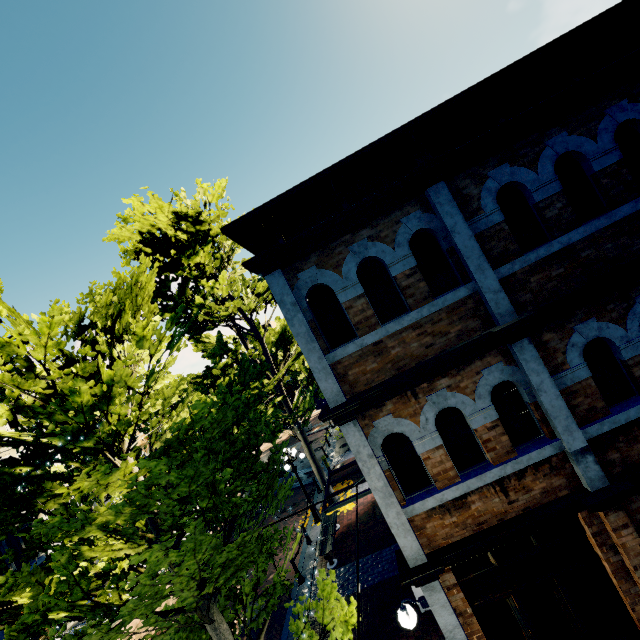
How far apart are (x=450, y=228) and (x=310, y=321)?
2.72m

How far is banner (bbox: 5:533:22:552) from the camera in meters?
16.0

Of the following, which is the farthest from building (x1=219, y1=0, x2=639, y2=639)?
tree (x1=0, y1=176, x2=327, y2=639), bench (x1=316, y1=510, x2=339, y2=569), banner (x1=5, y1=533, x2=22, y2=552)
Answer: bench (x1=316, y1=510, x2=339, y2=569)

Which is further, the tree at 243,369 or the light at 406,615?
the light at 406,615

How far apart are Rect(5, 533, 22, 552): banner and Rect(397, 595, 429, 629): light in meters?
20.2

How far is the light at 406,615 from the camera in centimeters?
513cm

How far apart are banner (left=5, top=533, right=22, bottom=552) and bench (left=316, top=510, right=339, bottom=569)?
15.07m

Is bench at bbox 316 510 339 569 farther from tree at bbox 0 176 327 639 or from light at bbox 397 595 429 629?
light at bbox 397 595 429 629
